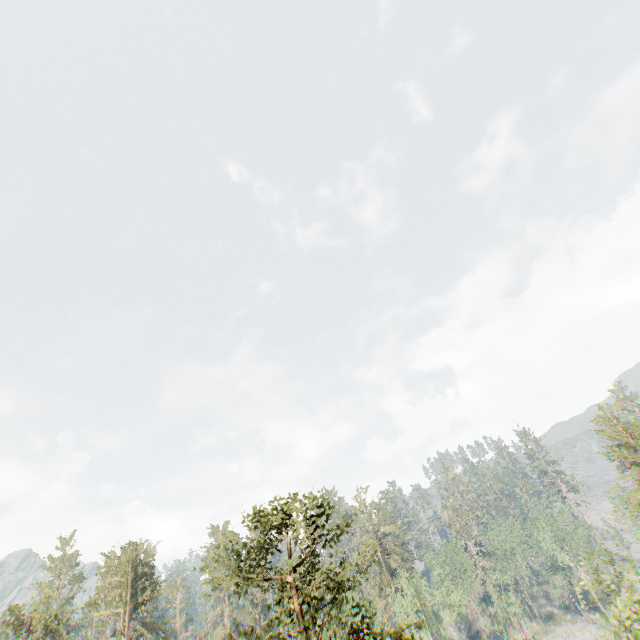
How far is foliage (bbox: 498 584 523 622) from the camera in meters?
58.0 m

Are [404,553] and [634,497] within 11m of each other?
no

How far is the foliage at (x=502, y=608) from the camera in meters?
58.0

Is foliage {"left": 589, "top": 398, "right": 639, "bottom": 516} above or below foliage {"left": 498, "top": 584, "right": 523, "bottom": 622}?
above

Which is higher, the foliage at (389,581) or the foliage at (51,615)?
the foliage at (51,615)

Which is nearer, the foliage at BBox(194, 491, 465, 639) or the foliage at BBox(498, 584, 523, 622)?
the foliage at BBox(194, 491, 465, 639)
